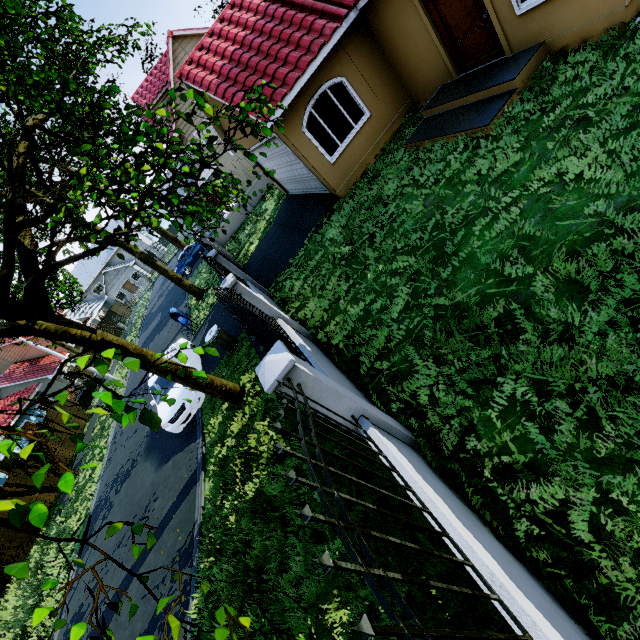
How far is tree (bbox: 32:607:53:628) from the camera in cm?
166

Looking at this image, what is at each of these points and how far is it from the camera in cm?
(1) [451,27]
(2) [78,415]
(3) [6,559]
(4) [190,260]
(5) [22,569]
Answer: (1) door, 780
(2) fence, 2319
(3) fence, 1473
(4) car, 2661
(5) tree, 176

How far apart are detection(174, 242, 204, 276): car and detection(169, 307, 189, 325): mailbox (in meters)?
11.59

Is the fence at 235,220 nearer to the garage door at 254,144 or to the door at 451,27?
the garage door at 254,144

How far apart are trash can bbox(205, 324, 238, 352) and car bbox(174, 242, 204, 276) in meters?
18.0 m

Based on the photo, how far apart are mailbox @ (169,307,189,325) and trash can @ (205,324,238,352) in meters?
5.9

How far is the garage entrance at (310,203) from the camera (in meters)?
10.91

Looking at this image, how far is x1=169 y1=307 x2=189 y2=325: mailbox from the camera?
15.7 meters
